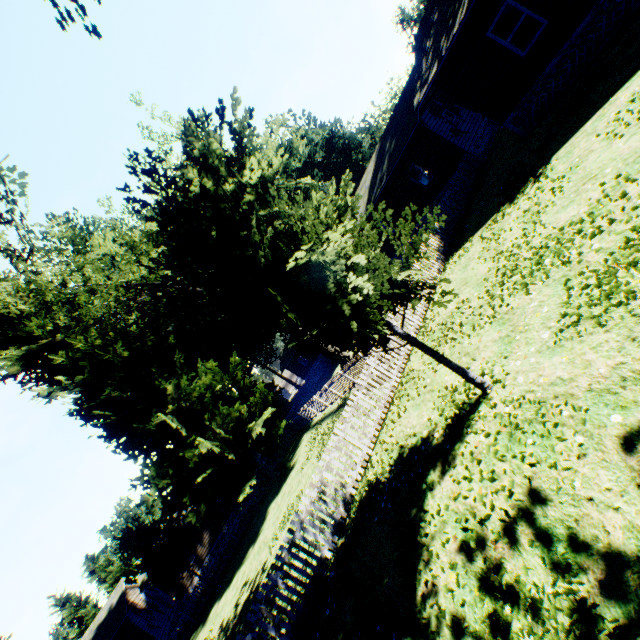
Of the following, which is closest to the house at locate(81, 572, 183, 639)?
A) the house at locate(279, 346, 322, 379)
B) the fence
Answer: the fence

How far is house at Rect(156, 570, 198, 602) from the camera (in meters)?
28.31

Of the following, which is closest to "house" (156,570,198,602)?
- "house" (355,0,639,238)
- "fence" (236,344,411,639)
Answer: "fence" (236,344,411,639)

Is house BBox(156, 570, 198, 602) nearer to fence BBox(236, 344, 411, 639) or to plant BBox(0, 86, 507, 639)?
Answer: fence BBox(236, 344, 411, 639)

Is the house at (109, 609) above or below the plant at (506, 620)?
above

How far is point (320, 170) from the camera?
38.5m

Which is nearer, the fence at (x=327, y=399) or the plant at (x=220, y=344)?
the plant at (x=220, y=344)
